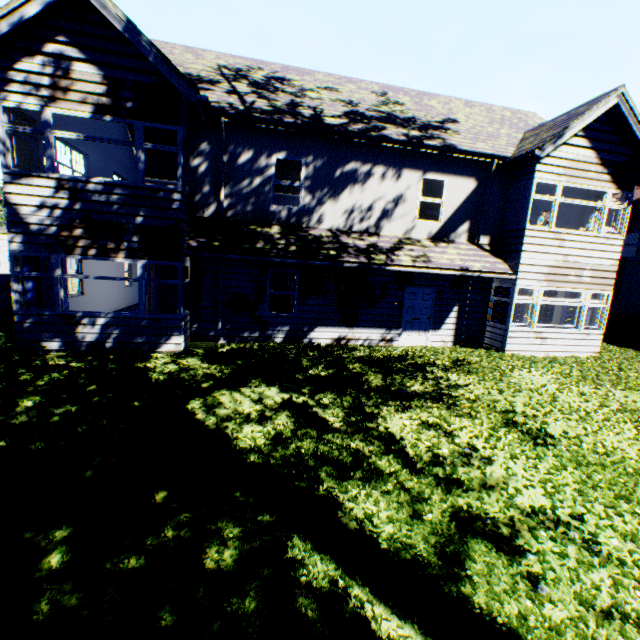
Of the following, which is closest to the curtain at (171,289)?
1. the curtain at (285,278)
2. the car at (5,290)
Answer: the curtain at (285,278)

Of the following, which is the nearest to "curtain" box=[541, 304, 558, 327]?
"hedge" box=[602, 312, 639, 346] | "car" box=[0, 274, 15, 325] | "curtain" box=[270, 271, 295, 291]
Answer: "hedge" box=[602, 312, 639, 346]

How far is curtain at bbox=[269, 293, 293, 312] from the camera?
11.0m

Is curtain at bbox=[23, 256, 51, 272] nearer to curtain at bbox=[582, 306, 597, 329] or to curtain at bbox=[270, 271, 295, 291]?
curtain at bbox=[270, 271, 295, 291]

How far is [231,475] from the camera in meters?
4.7

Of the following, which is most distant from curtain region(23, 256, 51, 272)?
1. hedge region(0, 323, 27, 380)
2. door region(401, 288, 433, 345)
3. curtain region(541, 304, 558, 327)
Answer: curtain region(541, 304, 558, 327)

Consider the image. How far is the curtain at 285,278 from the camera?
10.9m

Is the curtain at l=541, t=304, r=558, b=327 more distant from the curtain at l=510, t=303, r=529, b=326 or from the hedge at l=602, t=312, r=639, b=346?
the hedge at l=602, t=312, r=639, b=346
